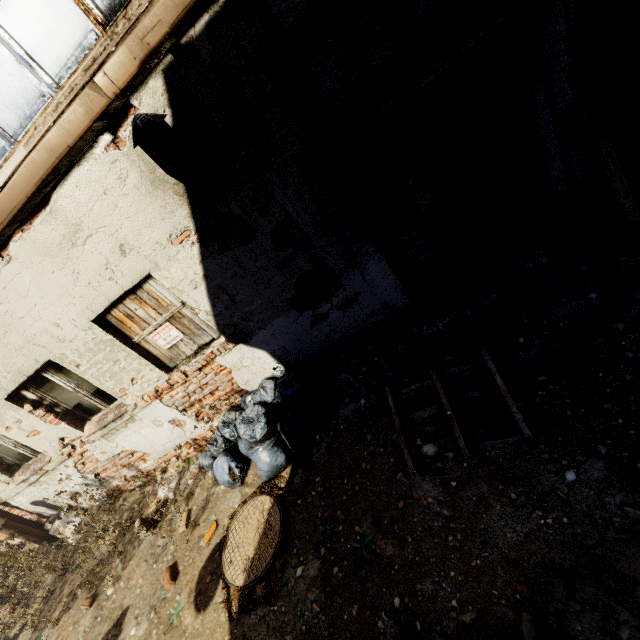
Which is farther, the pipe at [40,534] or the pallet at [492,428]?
the pipe at [40,534]

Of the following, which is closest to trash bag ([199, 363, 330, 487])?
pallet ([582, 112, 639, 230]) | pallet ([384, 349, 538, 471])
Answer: pallet ([384, 349, 538, 471])

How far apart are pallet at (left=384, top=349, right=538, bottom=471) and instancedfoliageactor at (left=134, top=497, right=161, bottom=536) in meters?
4.1

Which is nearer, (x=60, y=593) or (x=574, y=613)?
(x=574, y=613)

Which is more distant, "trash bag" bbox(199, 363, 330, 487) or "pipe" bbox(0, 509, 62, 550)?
"pipe" bbox(0, 509, 62, 550)

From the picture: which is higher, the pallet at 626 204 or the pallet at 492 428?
the pallet at 626 204

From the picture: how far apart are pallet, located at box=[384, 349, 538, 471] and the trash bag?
0.75m

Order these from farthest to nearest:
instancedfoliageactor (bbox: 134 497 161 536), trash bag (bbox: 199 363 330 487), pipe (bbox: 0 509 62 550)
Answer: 1. pipe (bbox: 0 509 62 550)
2. instancedfoliageactor (bbox: 134 497 161 536)
3. trash bag (bbox: 199 363 330 487)
